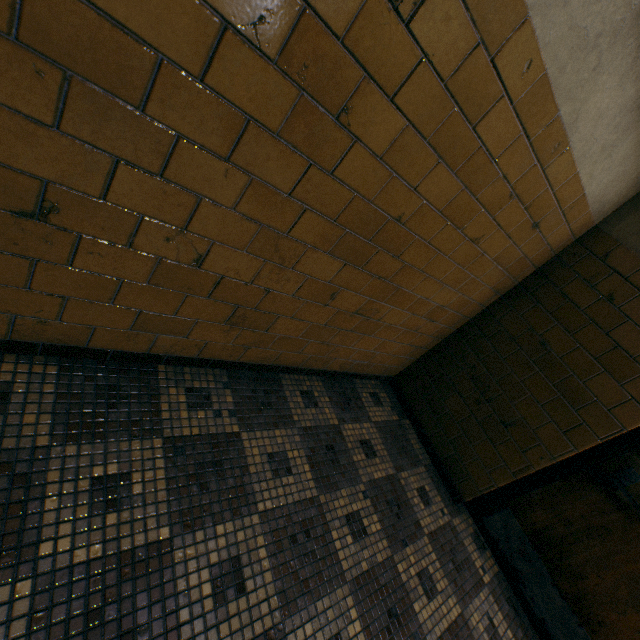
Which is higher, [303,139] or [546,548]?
[303,139]
